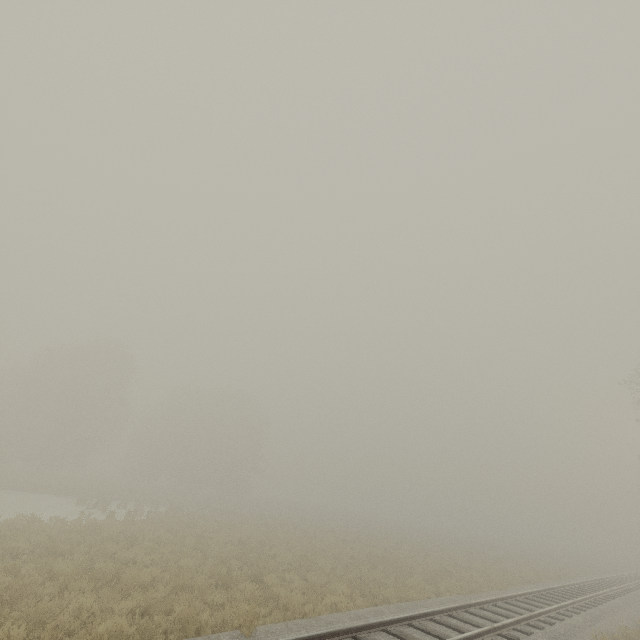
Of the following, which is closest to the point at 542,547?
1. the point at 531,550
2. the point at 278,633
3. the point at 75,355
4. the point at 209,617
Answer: the point at 531,550
